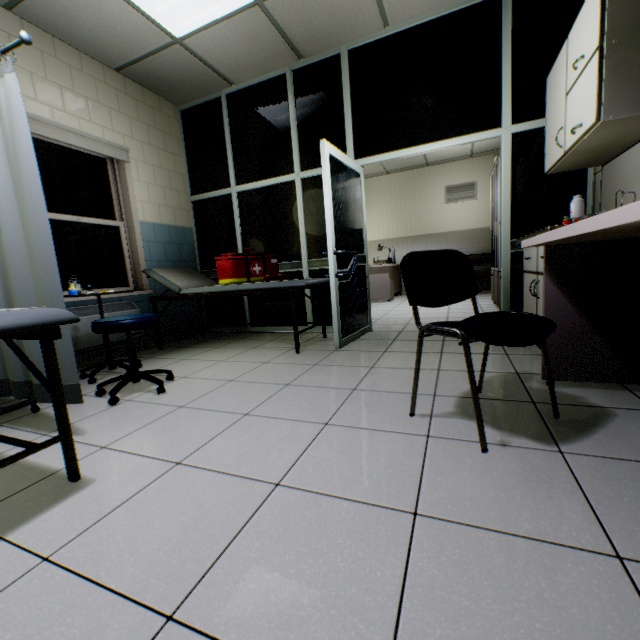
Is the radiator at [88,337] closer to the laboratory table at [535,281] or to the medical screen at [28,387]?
the medical screen at [28,387]

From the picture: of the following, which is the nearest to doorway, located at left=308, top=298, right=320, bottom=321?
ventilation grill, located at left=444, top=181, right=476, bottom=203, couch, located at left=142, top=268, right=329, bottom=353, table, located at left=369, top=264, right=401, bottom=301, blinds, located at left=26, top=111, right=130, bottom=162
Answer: couch, located at left=142, top=268, right=329, bottom=353

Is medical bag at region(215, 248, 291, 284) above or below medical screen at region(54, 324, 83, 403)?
above

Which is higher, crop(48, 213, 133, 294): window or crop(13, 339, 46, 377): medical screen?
crop(48, 213, 133, 294): window

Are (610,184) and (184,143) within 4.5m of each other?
no

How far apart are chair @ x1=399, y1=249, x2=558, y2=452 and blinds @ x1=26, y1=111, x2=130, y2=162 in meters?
3.4

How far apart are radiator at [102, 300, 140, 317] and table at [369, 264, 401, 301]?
4.85m

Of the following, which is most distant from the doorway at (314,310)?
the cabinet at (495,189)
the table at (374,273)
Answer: the table at (374,273)
